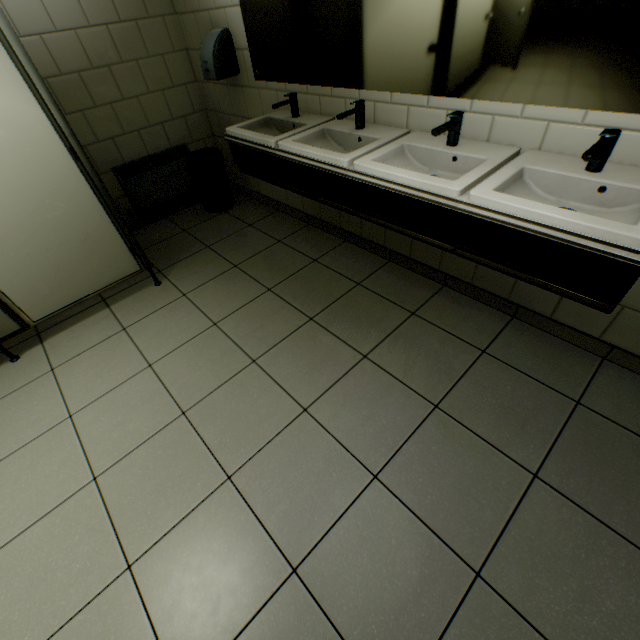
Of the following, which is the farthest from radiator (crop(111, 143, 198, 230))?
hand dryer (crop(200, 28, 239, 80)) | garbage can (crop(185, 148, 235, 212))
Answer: hand dryer (crop(200, 28, 239, 80))

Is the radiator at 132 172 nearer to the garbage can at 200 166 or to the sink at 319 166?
the garbage can at 200 166

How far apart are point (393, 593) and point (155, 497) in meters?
1.1 m

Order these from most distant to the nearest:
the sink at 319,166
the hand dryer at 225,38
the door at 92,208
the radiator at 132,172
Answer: the radiator at 132,172
the hand dryer at 225,38
the door at 92,208
the sink at 319,166

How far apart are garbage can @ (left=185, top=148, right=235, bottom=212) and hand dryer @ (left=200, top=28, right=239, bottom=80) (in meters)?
0.66

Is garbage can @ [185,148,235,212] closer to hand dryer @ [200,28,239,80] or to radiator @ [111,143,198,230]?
radiator @ [111,143,198,230]

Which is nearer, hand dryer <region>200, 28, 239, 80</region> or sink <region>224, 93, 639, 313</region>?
sink <region>224, 93, 639, 313</region>

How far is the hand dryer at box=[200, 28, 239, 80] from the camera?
2.5m
